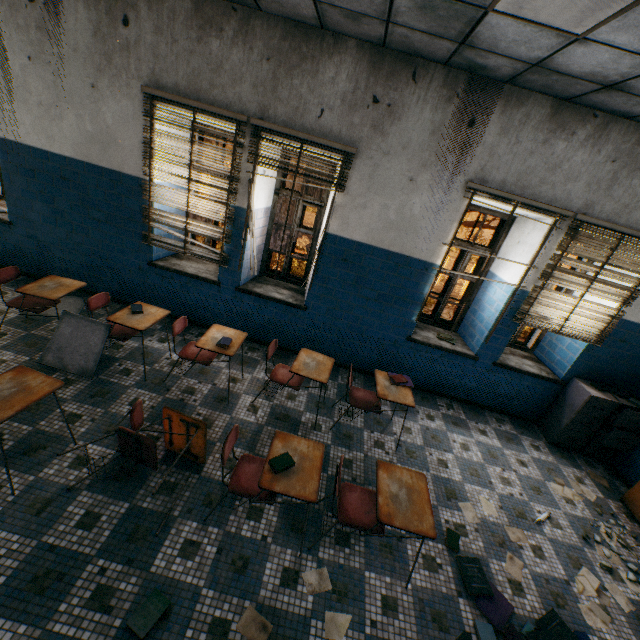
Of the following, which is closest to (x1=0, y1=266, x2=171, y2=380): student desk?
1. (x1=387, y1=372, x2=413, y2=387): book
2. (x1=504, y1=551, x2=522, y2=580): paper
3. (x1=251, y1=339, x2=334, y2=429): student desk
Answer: (x1=251, y1=339, x2=334, y2=429): student desk

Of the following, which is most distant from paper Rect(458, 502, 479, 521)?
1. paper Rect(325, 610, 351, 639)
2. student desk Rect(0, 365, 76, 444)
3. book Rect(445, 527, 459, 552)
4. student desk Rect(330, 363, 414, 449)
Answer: student desk Rect(0, 365, 76, 444)

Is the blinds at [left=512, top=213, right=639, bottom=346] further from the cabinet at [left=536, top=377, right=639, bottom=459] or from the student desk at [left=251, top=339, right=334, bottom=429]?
the student desk at [left=251, top=339, right=334, bottom=429]

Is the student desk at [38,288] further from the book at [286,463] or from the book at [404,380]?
the book at [404,380]

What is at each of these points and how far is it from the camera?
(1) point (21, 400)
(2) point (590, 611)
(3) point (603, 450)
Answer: (1) student desk, 2.4 meters
(2) paper, 2.8 meters
(3) cabinet, 4.6 meters

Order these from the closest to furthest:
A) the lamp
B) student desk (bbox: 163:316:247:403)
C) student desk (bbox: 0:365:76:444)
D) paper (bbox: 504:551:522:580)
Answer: the lamp
student desk (bbox: 0:365:76:444)
paper (bbox: 504:551:522:580)
student desk (bbox: 163:316:247:403)

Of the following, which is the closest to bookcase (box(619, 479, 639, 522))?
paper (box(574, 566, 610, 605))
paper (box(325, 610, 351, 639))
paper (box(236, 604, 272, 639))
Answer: paper (box(574, 566, 610, 605))

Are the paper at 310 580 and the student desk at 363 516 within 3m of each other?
yes
